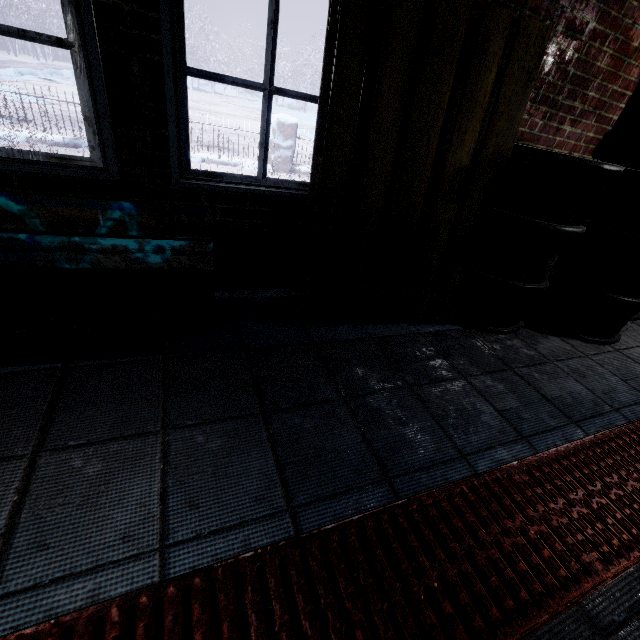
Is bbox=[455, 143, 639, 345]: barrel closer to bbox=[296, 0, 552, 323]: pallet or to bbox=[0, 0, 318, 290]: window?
bbox=[296, 0, 552, 323]: pallet

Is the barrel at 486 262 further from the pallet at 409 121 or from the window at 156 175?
the window at 156 175

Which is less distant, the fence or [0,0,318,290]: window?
[0,0,318,290]: window

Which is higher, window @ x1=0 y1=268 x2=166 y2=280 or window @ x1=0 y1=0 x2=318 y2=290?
window @ x1=0 y1=0 x2=318 y2=290

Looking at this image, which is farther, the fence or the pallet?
the fence

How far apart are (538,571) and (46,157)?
2.3m

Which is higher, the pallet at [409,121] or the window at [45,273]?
the pallet at [409,121]
